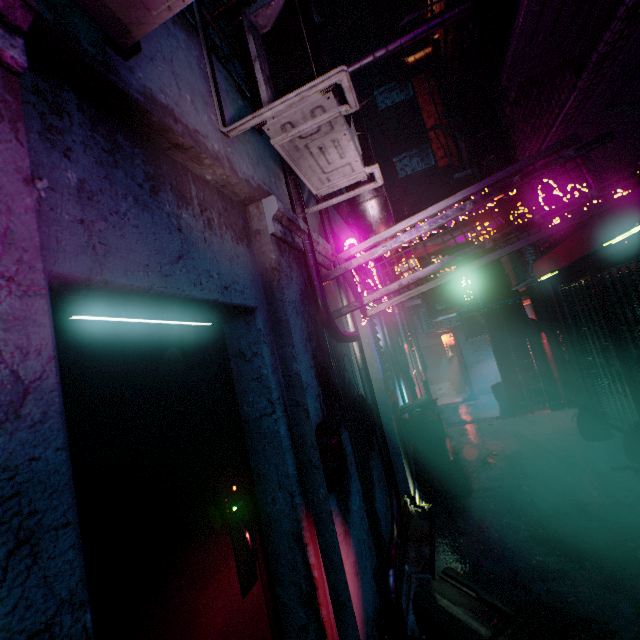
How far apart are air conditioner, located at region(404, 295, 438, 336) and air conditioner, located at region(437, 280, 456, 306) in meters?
0.4 m

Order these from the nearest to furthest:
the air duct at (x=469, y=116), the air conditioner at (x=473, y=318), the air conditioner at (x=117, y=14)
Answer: the air conditioner at (x=117, y=14)
the air duct at (x=469, y=116)
the air conditioner at (x=473, y=318)

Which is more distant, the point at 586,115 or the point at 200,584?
the point at 586,115

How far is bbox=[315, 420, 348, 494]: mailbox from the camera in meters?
1.7 m

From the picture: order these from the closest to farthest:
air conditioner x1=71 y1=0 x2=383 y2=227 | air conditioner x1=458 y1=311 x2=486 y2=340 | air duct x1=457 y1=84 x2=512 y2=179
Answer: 1. air conditioner x1=71 y1=0 x2=383 y2=227
2. air duct x1=457 y1=84 x2=512 y2=179
3. air conditioner x1=458 y1=311 x2=486 y2=340

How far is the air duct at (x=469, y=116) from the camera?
3.62m

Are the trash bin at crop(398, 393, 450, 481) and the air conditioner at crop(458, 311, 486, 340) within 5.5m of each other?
no

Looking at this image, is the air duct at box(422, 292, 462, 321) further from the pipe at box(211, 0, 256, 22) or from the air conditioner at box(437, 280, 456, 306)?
the pipe at box(211, 0, 256, 22)
